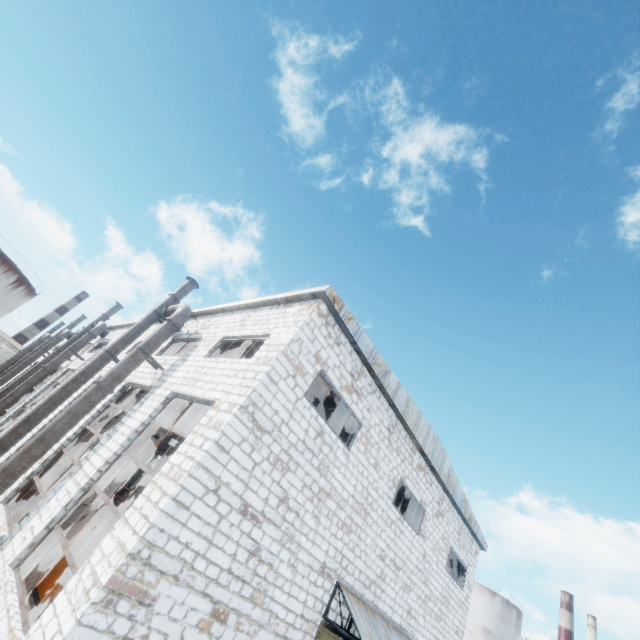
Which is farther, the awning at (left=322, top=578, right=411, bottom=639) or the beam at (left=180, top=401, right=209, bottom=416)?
the beam at (left=180, top=401, right=209, bottom=416)

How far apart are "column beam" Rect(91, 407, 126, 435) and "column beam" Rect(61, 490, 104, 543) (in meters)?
4.11

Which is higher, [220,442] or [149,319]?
[149,319]

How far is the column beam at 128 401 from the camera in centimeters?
1387cm

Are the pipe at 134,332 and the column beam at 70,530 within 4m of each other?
no

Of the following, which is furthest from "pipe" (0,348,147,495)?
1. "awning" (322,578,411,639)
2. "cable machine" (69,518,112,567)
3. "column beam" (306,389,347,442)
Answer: "awning" (322,578,411,639)

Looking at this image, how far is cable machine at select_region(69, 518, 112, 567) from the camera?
10.70m

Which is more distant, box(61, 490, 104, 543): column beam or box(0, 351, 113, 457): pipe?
box(0, 351, 113, 457): pipe
